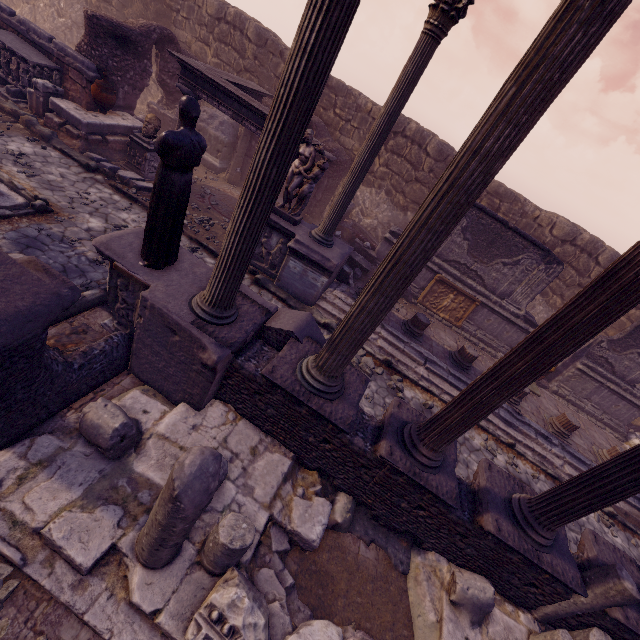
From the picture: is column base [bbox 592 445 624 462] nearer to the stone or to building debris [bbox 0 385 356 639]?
building debris [bbox 0 385 356 639]

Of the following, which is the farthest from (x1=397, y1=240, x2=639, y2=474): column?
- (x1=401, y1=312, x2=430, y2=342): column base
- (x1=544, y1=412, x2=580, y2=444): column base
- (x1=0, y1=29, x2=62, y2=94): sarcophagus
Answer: (x1=0, y1=29, x2=62, y2=94): sarcophagus

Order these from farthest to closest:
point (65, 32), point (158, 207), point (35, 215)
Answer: point (65, 32) < point (35, 215) < point (158, 207)

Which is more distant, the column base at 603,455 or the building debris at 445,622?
the column base at 603,455

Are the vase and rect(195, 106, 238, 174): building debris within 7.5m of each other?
yes

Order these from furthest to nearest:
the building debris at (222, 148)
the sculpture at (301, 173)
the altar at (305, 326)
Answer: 1. the building debris at (222, 148)
2. the sculpture at (301, 173)
3. the altar at (305, 326)

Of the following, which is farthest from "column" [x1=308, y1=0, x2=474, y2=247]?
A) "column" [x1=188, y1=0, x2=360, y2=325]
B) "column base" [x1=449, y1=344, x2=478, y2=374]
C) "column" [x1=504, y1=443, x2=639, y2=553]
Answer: "column" [x1=504, y1=443, x2=639, y2=553]

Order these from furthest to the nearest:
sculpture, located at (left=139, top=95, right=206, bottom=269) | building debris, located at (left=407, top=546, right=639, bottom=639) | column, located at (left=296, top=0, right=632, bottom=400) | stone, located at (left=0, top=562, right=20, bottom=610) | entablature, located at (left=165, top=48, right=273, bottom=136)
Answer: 1. entablature, located at (left=165, top=48, right=273, bottom=136)
2. building debris, located at (left=407, top=546, right=639, bottom=639)
3. sculpture, located at (left=139, top=95, right=206, bottom=269)
4. stone, located at (left=0, top=562, right=20, bottom=610)
5. column, located at (left=296, top=0, right=632, bottom=400)
